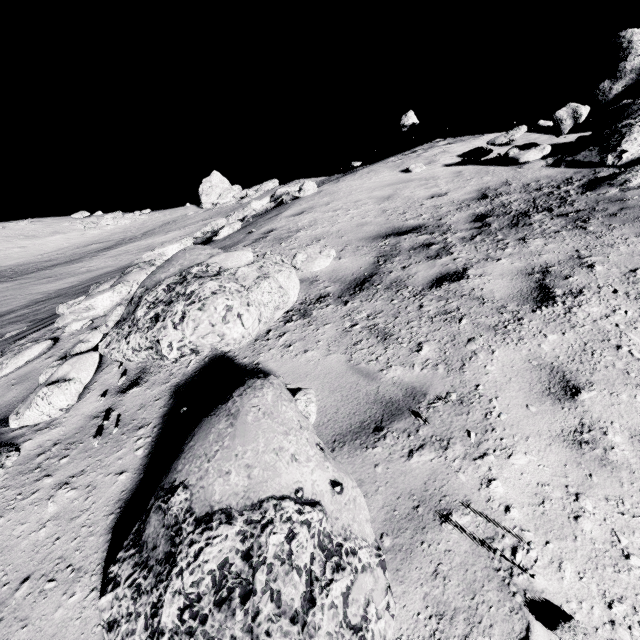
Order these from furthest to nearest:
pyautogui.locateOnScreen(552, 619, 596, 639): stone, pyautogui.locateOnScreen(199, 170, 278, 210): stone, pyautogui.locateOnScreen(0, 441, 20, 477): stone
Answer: pyautogui.locateOnScreen(199, 170, 278, 210): stone → pyautogui.locateOnScreen(0, 441, 20, 477): stone → pyautogui.locateOnScreen(552, 619, 596, 639): stone

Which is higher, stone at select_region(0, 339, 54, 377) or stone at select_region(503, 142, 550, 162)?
stone at select_region(503, 142, 550, 162)

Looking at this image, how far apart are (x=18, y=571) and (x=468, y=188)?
8.91m

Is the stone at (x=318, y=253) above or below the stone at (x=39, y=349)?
above

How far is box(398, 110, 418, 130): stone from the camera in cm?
1134

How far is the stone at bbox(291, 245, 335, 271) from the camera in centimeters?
374cm

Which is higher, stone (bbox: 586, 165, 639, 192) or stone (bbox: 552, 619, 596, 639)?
stone (bbox: 586, 165, 639, 192)

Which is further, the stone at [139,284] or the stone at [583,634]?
the stone at [139,284]
